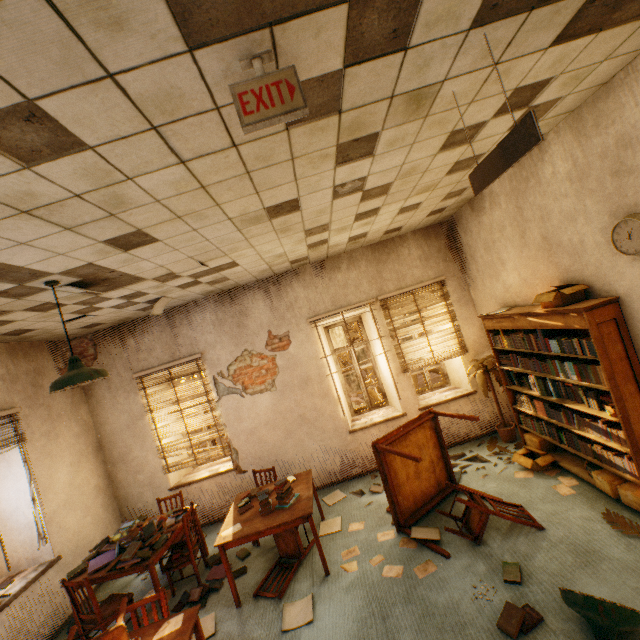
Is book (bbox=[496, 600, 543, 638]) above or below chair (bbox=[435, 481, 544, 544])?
below

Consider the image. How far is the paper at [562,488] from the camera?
3.9 meters

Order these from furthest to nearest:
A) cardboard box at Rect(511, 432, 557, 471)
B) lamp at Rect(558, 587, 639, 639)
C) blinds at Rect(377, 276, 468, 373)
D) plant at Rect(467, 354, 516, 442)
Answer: blinds at Rect(377, 276, 468, 373), plant at Rect(467, 354, 516, 442), cardboard box at Rect(511, 432, 557, 471), lamp at Rect(558, 587, 639, 639)

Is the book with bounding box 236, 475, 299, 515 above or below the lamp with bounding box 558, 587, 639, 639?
above

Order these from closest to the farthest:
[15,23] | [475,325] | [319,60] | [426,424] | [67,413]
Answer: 1. [15,23]
2. [319,60]
3. [426,424]
4. [67,413]
5. [475,325]

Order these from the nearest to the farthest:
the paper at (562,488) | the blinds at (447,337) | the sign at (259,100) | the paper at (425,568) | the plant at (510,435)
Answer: the sign at (259,100), the paper at (425,568), the paper at (562,488), the plant at (510,435), the blinds at (447,337)

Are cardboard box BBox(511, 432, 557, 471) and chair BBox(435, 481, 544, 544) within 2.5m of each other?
yes

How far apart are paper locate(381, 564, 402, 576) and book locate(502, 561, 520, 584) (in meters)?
1.02
